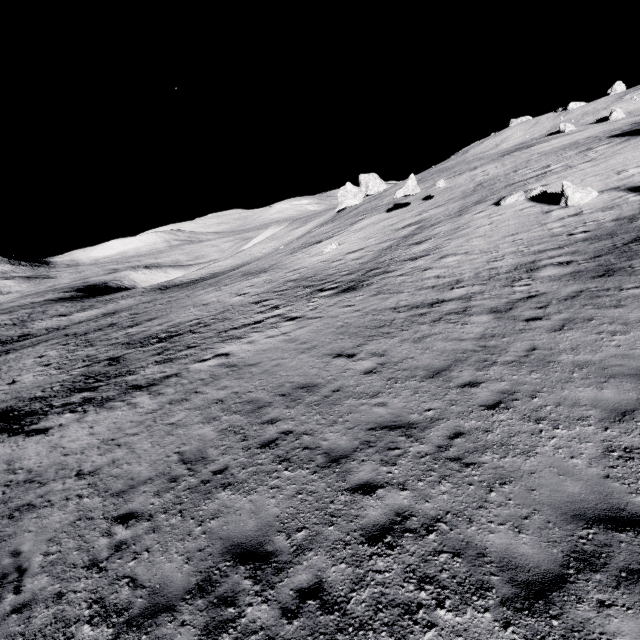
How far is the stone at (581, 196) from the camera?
18.64m

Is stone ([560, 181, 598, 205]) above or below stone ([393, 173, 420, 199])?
below

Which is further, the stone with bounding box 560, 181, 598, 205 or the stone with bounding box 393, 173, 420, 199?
the stone with bounding box 393, 173, 420, 199

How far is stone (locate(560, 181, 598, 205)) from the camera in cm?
1864

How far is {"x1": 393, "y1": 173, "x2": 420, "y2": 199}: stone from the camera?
32.97m

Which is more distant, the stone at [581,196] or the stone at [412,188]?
the stone at [412,188]

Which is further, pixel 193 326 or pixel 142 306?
pixel 142 306
